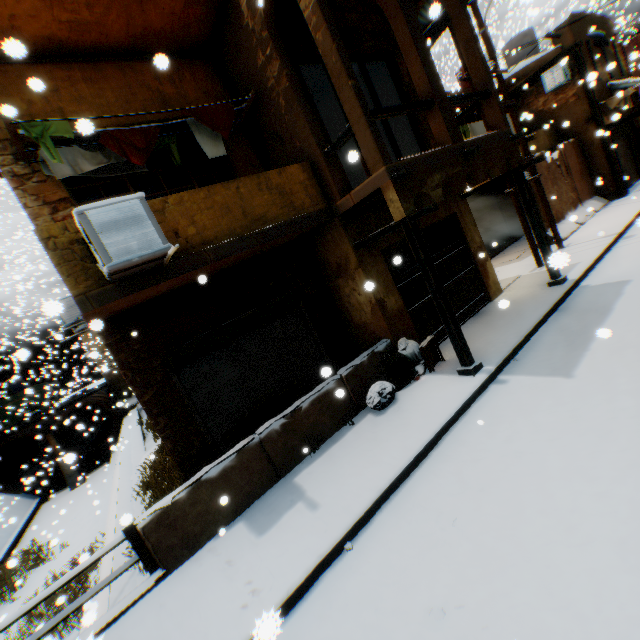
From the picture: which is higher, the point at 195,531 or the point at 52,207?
the point at 52,207

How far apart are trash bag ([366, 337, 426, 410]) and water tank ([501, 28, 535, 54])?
20.58m

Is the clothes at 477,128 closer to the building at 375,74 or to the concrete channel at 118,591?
the building at 375,74

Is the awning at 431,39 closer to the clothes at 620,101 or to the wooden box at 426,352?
the clothes at 620,101

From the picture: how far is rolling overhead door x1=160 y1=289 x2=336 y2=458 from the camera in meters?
6.5

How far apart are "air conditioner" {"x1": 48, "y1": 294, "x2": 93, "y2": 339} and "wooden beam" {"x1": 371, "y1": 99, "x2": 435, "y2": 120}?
8.6 meters

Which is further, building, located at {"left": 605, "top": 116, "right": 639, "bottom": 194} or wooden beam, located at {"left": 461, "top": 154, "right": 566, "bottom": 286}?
building, located at {"left": 605, "top": 116, "right": 639, "bottom": 194}

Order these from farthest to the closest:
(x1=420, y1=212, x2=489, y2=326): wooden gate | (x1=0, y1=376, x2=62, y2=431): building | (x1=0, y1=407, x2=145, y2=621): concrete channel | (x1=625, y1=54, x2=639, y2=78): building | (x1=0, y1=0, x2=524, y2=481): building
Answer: (x1=0, y1=376, x2=62, y2=431): building
(x1=625, y1=54, x2=639, y2=78): building
(x1=0, y1=407, x2=145, y2=621): concrete channel
(x1=420, y1=212, x2=489, y2=326): wooden gate
(x1=0, y1=0, x2=524, y2=481): building
